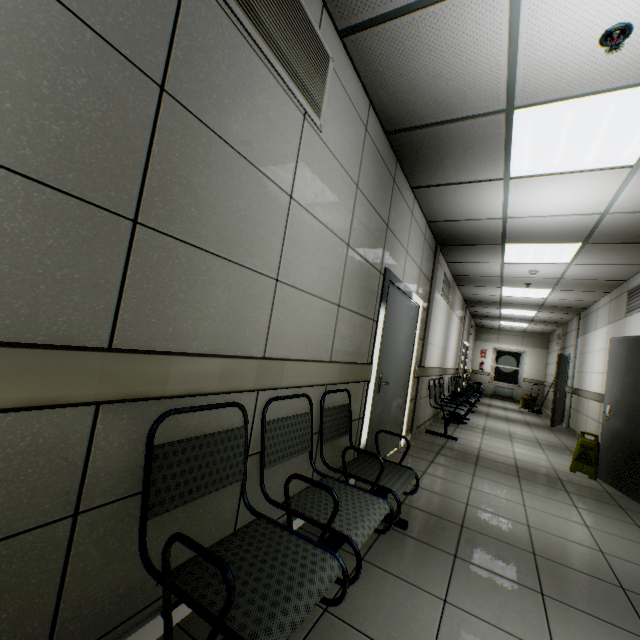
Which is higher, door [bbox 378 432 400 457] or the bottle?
the bottle

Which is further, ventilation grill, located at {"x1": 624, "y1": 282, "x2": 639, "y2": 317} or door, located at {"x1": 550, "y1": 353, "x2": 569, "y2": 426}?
door, located at {"x1": 550, "y1": 353, "x2": 569, "y2": 426}

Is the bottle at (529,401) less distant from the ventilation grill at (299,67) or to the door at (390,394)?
the door at (390,394)

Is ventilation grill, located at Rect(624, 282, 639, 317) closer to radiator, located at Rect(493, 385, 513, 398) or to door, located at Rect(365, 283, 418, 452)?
door, located at Rect(365, 283, 418, 452)

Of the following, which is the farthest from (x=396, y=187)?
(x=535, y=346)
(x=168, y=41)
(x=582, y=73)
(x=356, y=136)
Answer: (x=535, y=346)

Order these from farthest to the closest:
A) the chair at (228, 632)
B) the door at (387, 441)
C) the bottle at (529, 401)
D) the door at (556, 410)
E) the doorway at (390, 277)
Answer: the bottle at (529, 401)
the door at (556, 410)
the door at (387, 441)
the doorway at (390, 277)
the chair at (228, 632)

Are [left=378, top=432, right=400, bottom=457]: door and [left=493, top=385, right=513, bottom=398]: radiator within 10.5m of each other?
no

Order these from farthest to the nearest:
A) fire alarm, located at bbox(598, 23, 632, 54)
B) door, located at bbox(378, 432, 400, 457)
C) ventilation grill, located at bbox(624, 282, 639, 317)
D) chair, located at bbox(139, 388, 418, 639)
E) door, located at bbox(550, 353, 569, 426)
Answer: door, located at bbox(550, 353, 569, 426) → ventilation grill, located at bbox(624, 282, 639, 317) → door, located at bbox(378, 432, 400, 457) → fire alarm, located at bbox(598, 23, 632, 54) → chair, located at bbox(139, 388, 418, 639)
